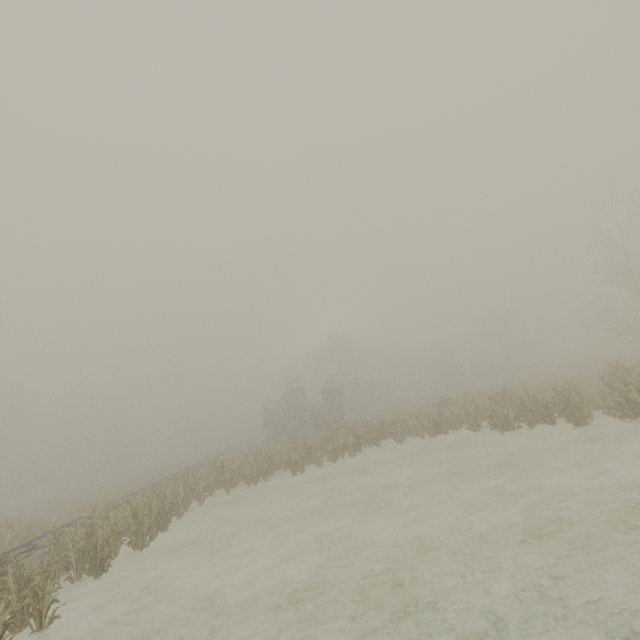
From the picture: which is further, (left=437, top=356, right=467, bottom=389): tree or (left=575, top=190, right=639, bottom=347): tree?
(left=437, top=356, right=467, bottom=389): tree

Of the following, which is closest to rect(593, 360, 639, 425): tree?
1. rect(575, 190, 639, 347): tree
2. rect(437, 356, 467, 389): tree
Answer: rect(575, 190, 639, 347): tree

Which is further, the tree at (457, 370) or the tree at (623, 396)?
the tree at (457, 370)

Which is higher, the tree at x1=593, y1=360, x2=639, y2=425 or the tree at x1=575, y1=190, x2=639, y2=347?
the tree at x1=575, y1=190, x2=639, y2=347

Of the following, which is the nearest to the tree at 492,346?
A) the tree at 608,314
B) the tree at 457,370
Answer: the tree at 457,370

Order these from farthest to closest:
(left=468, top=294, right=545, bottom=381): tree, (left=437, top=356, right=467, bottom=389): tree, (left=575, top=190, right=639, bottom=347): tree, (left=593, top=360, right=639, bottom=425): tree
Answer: (left=437, top=356, right=467, bottom=389): tree
(left=468, top=294, right=545, bottom=381): tree
(left=575, top=190, right=639, bottom=347): tree
(left=593, top=360, right=639, bottom=425): tree

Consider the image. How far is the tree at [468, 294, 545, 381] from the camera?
46.8 meters

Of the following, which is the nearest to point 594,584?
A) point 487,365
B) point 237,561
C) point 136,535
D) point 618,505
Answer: point 618,505
